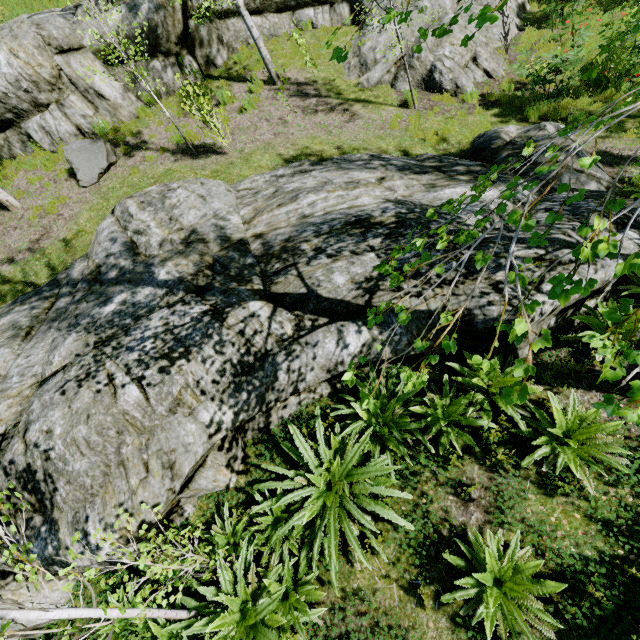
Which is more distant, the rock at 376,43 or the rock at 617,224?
the rock at 376,43

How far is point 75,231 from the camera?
9.0 meters

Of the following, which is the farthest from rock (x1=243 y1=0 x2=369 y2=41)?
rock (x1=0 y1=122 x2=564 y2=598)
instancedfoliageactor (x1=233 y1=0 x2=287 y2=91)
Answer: rock (x1=0 y1=122 x2=564 y2=598)

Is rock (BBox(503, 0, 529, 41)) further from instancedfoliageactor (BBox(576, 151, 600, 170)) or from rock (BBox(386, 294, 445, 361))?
rock (BBox(386, 294, 445, 361))

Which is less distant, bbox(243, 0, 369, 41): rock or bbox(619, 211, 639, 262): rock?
bbox(619, 211, 639, 262): rock

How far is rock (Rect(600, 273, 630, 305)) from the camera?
4.9 meters

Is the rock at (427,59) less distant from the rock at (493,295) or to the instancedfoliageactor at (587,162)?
the instancedfoliageactor at (587,162)
